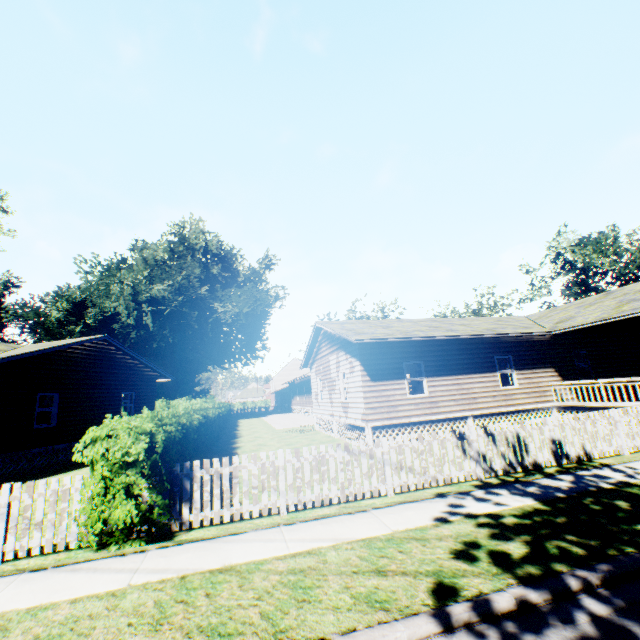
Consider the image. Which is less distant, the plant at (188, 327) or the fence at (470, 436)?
the fence at (470, 436)

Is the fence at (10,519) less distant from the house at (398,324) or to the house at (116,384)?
the house at (116,384)

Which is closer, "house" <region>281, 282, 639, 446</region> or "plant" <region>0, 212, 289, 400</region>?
"house" <region>281, 282, 639, 446</region>

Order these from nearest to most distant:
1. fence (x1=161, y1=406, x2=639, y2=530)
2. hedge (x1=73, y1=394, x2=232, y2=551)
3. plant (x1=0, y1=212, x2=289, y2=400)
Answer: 1. hedge (x1=73, y1=394, x2=232, y2=551)
2. fence (x1=161, y1=406, x2=639, y2=530)
3. plant (x1=0, y1=212, x2=289, y2=400)

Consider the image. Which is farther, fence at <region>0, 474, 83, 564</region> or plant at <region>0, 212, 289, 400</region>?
plant at <region>0, 212, 289, 400</region>

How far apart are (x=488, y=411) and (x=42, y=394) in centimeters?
2100cm

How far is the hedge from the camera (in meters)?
5.62

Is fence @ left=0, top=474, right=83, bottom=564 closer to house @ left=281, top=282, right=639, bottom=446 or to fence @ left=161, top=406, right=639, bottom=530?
fence @ left=161, top=406, right=639, bottom=530
